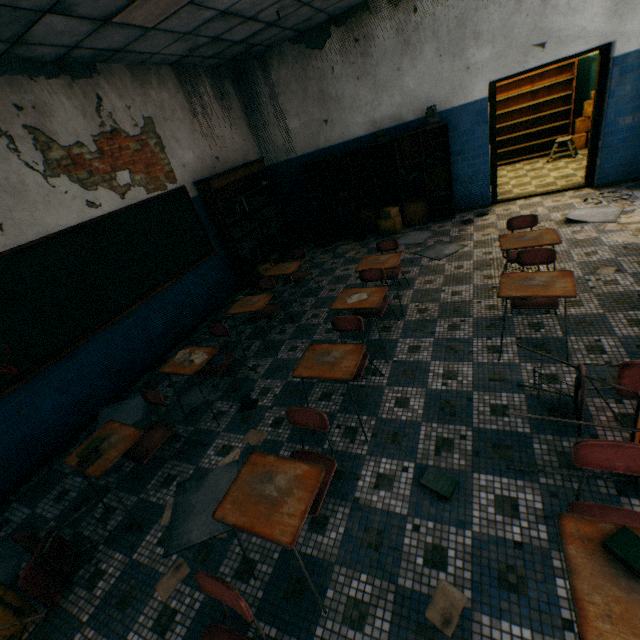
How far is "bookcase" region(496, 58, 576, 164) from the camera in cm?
807

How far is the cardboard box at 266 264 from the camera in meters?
6.5 m

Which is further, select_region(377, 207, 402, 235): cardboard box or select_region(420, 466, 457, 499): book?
select_region(377, 207, 402, 235): cardboard box

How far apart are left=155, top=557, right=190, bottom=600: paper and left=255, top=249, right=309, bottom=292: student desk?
3.54m

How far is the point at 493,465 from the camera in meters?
2.3

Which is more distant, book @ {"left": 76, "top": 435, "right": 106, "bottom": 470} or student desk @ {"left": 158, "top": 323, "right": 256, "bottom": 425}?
student desk @ {"left": 158, "top": 323, "right": 256, "bottom": 425}

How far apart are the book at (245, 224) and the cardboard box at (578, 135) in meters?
7.9 m

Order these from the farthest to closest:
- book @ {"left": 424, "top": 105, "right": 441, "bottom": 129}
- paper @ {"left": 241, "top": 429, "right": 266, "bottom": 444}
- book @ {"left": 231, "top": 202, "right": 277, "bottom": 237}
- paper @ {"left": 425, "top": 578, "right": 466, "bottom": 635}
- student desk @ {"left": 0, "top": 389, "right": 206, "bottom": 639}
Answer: book @ {"left": 231, "top": 202, "right": 277, "bottom": 237}
book @ {"left": 424, "top": 105, "right": 441, "bottom": 129}
paper @ {"left": 241, "top": 429, "right": 266, "bottom": 444}
student desk @ {"left": 0, "top": 389, "right": 206, "bottom": 639}
paper @ {"left": 425, "top": 578, "right": 466, "bottom": 635}
